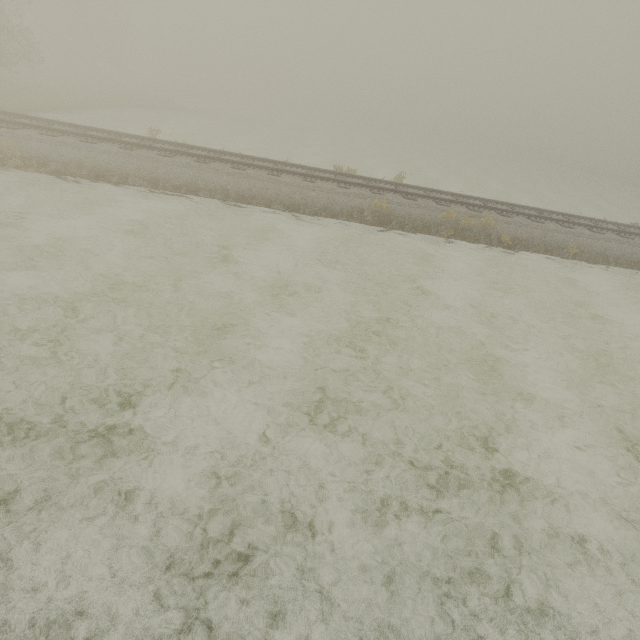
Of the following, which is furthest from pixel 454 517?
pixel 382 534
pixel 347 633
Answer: pixel 347 633
